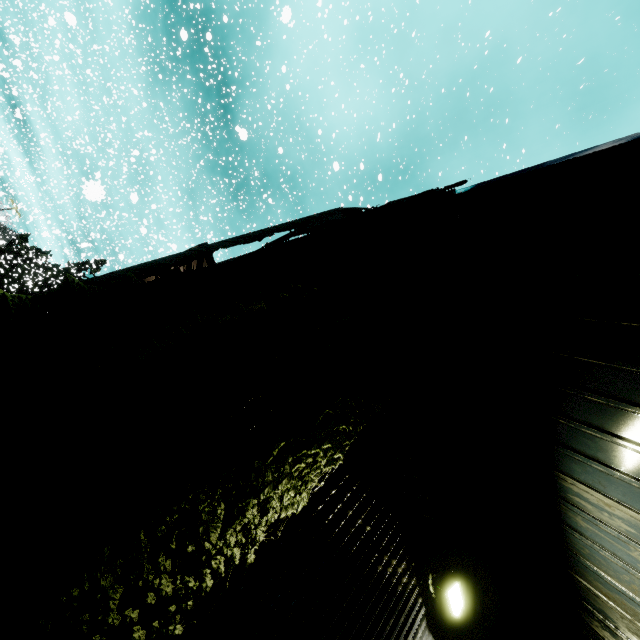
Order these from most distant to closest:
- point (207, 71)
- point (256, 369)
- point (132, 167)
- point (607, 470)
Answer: point (207, 71)
point (132, 167)
point (607, 470)
point (256, 369)

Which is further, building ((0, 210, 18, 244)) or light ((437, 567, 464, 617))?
building ((0, 210, 18, 244))

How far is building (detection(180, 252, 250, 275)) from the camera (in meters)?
1.86

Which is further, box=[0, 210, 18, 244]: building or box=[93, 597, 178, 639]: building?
box=[0, 210, 18, 244]: building

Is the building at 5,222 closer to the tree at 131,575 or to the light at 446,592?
the tree at 131,575

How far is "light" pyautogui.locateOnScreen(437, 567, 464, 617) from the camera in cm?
390

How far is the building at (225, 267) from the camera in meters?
1.9 m

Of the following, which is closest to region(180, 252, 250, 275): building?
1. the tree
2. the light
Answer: the tree
